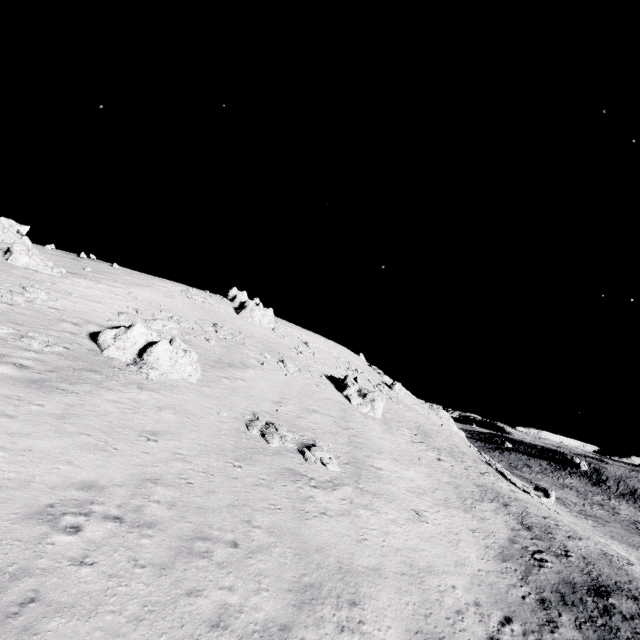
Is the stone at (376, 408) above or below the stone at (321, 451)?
above

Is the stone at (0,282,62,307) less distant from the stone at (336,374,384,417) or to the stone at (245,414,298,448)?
the stone at (245,414,298,448)

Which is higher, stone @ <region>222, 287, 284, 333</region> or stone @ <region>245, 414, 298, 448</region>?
stone @ <region>222, 287, 284, 333</region>

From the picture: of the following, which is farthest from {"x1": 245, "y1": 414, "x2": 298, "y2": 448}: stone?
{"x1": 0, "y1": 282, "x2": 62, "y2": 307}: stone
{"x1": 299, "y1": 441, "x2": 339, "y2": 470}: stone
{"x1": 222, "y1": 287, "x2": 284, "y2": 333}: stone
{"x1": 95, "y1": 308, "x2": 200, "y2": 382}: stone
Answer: {"x1": 222, "y1": 287, "x2": 284, "y2": 333}: stone

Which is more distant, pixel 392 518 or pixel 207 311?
pixel 207 311

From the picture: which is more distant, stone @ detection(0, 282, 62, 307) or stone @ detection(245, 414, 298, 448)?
stone @ detection(0, 282, 62, 307)

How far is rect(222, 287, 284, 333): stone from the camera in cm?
4922

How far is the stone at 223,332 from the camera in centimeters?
3634cm
